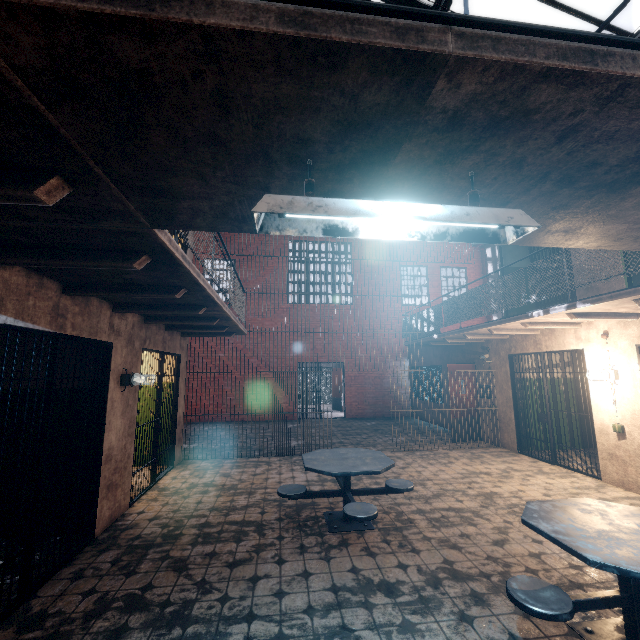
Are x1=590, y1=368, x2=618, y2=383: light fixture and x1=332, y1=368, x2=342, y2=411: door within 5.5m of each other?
no

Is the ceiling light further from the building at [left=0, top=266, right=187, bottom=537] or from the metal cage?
the metal cage

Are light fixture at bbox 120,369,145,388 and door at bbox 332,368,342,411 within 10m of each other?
no

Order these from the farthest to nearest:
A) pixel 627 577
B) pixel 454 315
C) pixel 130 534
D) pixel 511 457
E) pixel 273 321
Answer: pixel 273 321 < pixel 454 315 < pixel 511 457 < pixel 130 534 < pixel 627 577

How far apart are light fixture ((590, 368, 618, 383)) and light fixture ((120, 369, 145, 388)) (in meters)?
7.53

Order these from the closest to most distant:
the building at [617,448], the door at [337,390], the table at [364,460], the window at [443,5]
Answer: the table at [364,460] → the building at [617,448] → the window at [443,5] → the door at [337,390]

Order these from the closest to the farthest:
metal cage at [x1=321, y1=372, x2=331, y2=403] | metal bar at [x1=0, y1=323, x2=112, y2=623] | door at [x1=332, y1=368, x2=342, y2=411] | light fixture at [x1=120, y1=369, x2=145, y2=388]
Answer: metal bar at [x1=0, y1=323, x2=112, y2=623]
light fixture at [x1=120, y1=369, x2=145, y2=388]
door at [x1=332, y1=368, x2=342, y2=411]
metal cage at [x1=321, y1=372, x2=331, y2=403]

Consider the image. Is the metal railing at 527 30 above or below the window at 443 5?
below
